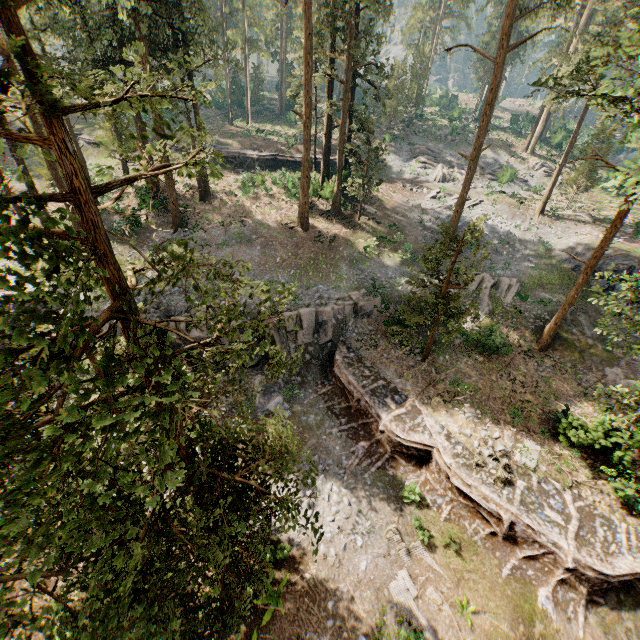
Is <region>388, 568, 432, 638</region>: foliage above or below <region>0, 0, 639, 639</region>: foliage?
below

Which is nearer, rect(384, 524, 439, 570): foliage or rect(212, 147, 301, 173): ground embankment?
rect(384, 524, 439, 570): foliage

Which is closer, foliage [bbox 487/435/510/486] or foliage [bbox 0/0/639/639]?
foliage [bbox 0/0/639/639]

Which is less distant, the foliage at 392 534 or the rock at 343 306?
the foliage at 392 534

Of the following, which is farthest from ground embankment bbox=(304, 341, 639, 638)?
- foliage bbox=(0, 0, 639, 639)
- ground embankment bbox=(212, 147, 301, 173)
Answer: ground embankment bbox=(212, 147, 301, 173)

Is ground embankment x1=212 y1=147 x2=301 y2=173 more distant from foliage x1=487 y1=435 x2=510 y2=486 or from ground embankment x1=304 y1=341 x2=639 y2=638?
ground embankment x1=304 y1=341 x2=639 y2=638

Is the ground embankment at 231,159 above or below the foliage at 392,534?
above

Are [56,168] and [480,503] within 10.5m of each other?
no
